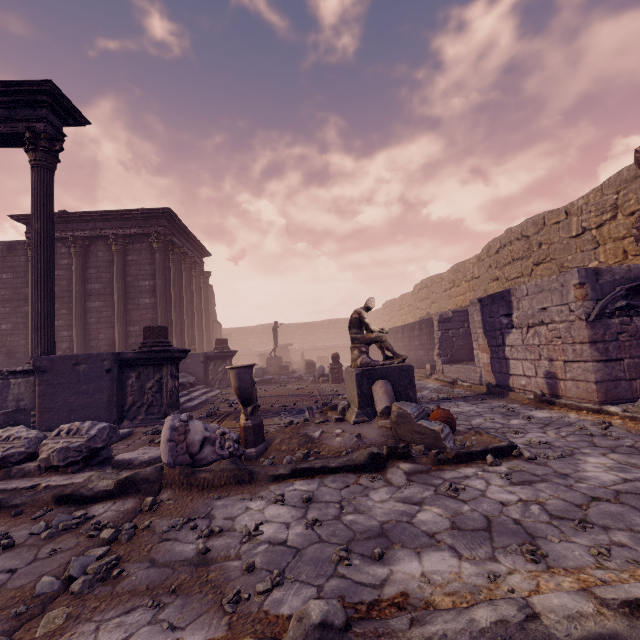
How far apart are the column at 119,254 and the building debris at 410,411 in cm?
1282

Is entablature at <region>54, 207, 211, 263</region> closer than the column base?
No

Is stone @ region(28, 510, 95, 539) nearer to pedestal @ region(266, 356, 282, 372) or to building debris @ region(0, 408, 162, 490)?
building debris @ region(0, 408, 162, 490)

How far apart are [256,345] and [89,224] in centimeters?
2622cm

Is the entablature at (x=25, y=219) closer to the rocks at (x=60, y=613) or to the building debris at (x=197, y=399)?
the building debris at (x=197, y=399)

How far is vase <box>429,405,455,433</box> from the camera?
4.8 meters

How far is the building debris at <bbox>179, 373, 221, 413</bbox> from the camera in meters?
9.2 m

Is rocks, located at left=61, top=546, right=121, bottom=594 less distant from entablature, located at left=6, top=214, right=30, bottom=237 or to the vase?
the vase
